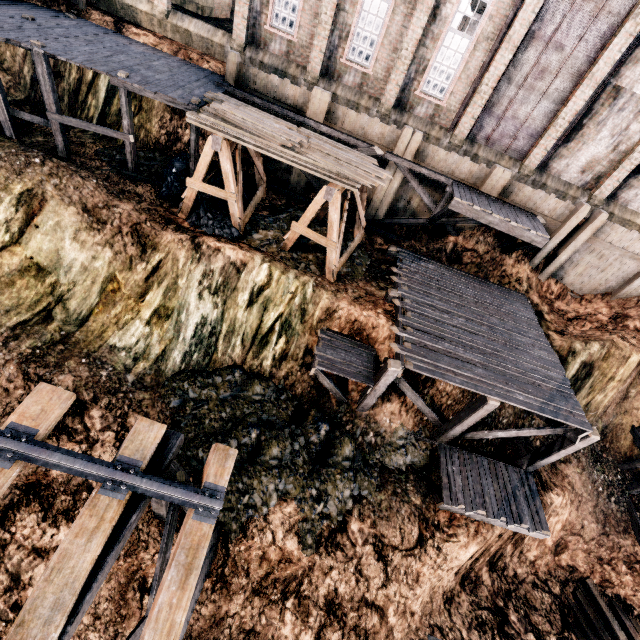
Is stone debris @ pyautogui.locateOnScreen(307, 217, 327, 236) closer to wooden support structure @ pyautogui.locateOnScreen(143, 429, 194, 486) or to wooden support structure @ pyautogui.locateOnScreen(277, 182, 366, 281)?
wooden support structure @ pyautogui.locateOnScreen(277, 182, 366, 281)

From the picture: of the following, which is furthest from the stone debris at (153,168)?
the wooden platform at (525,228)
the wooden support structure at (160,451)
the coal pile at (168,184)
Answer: the wooden platform at (525,228)

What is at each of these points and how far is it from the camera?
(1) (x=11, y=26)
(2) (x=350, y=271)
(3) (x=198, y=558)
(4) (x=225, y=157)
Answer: (1) wooden scaffolding, 13.0 meters
(2) stone debris, 15.8 meters
(3) railway, 6.4 meters
(4) wooden support structure, 12.8 meters

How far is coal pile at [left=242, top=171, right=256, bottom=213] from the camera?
16.64m

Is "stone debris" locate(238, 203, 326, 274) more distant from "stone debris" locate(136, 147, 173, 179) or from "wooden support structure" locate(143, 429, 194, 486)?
"wooden support structure" locate(143, 429, 194, 486)

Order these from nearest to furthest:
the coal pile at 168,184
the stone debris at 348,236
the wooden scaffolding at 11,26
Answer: the wooden scaffolding at 11,26 → the coal pile at 168,184 → the stone debris at 348,236

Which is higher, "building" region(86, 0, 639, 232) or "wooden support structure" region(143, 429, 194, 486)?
"building" region(86, 0, 639, 232)

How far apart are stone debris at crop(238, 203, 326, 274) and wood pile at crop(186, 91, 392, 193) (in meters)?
3.50
